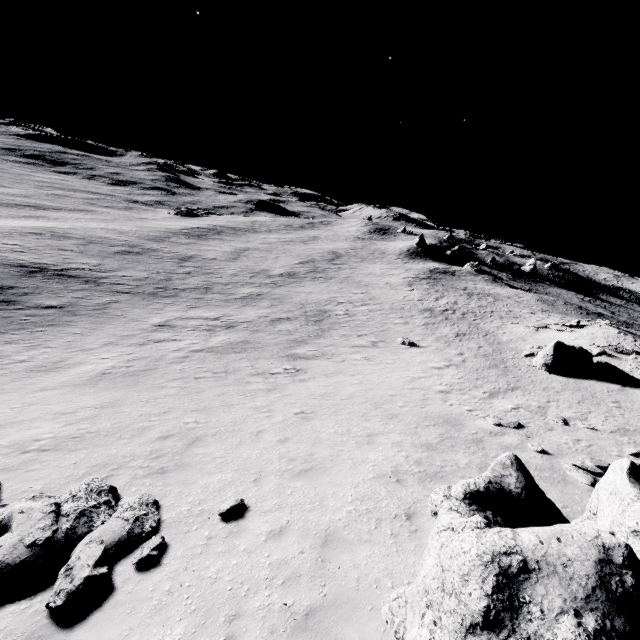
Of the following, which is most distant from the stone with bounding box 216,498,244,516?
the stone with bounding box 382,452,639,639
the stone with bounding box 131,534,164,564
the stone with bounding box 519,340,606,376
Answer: the stone with bounding box 519,340,606,376

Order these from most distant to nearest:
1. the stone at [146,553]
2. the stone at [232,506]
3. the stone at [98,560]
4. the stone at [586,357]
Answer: the stone at [586,357], the stone at [232,506], the stone at [146,553], the stone at [98,560]

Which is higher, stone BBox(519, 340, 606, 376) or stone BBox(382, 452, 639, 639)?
stone BBox(382, 452, 639, 639)

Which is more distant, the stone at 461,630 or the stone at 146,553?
the stone at 146,553

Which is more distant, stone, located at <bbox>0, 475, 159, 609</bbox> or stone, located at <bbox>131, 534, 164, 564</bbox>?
stone, located at <bbox>131, 534, 164, 564</bbox>

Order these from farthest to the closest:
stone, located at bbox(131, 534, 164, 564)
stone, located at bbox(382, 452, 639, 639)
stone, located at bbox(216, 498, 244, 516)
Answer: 1. stone, located at bbox(216, 498, 244, 516)
2. stone, located at bbox(131, 534, 164, 564)
3. stone, located at bbox(382, 452, 639, 639)

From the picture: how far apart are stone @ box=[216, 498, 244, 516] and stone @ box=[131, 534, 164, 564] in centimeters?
119cm

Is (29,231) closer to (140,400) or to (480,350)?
(140,400)
